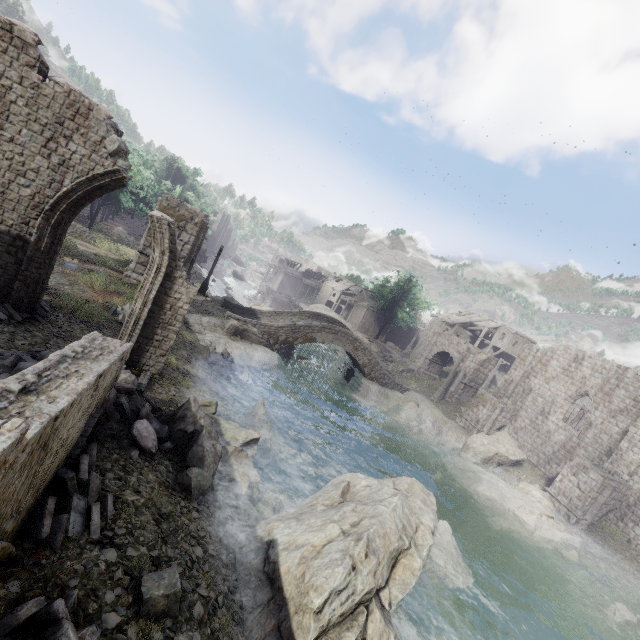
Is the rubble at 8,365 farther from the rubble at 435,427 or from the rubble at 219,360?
the rubble at 435,427

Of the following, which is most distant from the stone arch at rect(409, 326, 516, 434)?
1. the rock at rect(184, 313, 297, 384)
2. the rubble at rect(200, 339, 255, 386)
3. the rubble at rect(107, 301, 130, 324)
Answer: the rubble at rect(200, 339, 255, 386)

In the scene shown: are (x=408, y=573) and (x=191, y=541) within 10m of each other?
yes

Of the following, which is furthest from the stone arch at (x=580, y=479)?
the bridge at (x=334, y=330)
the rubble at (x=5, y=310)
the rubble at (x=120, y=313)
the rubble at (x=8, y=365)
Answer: the rubble at (x=8, y=365)

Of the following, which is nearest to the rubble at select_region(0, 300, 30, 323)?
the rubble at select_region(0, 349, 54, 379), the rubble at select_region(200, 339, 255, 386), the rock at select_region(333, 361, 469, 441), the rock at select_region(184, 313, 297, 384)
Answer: the rubble at select_region(0, 349, 54, 379)

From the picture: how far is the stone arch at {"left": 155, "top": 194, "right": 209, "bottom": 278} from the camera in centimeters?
1977cm

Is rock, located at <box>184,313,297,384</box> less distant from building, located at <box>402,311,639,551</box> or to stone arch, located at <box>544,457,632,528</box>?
stone arch, located at <box>544,457,632,528</box>

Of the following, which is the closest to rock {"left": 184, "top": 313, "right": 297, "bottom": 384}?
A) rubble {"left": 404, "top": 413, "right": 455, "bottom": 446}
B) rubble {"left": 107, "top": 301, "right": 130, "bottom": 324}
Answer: rubble {"left": 107, "top": 301, "right": 130, "bottom": 324}
